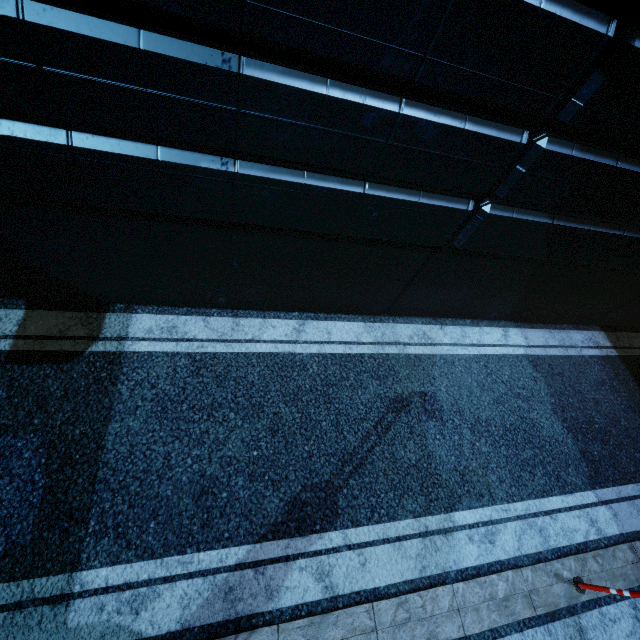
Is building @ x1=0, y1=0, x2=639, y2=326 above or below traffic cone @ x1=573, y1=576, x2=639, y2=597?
above

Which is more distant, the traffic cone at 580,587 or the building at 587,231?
the traffic cone at 580,587

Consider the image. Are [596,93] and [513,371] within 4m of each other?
no

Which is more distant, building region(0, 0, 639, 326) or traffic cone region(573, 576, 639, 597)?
traffic cone region(573, 576, 639, 597)

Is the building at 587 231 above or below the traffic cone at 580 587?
above
